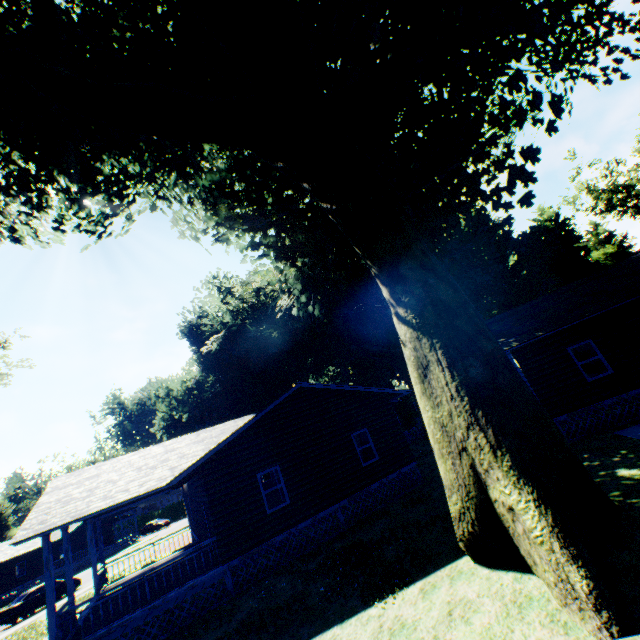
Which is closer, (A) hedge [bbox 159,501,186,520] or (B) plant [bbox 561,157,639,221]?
(B) plant [bbox 561,157,639,221]

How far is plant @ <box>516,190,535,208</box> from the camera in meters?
17.7

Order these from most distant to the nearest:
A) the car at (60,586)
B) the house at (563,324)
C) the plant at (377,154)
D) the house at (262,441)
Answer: the car at (60,586)
the house at (563,324)
the house at (262,441)
the plant at (377,154)

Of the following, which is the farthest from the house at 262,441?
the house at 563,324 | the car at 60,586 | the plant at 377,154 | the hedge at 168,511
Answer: the hedge at 168,511

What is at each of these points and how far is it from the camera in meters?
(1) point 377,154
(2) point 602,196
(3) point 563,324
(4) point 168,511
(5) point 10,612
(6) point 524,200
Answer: (1) plant, 16.3 m
(2) plant, 47.7 m
(3) house, 13.5 m
(4) hedge, 59.7 m
(5) car, 22.5 m
(6) plant, 17.8 m

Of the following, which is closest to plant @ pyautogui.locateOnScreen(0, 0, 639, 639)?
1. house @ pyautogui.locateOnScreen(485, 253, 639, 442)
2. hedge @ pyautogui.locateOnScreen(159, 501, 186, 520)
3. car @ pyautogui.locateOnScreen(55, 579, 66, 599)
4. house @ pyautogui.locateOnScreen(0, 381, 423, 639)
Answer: house @ pyautogui.locateOnScreen(0, 381, 423, 639)

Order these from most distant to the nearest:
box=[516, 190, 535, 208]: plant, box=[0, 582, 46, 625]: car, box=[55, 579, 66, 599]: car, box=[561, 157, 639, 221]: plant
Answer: box=[561, 157, 639, 221]: plant, box=[55, 579, 66, 599]: car, box=[0, 582, 46, 625]: car, box=[516, 190, 535, 208]: plant

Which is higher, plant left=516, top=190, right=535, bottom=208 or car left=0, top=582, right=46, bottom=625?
plant left=516, top=190, right=535, bottom=208
